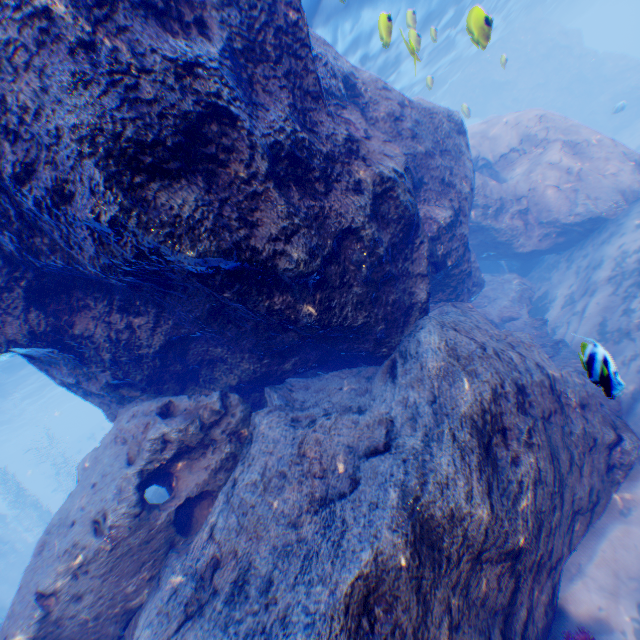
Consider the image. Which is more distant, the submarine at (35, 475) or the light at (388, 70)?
the submarine at (35, 475)

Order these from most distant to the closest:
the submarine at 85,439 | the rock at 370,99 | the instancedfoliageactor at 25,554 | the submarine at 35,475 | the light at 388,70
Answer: the submarine at 35,475 < the submarine at 85,439 < the instancedfoliageactor at 25,554 < the light at 388,70 < the rock at 370,99

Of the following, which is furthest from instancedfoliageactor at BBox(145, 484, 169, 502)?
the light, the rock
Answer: the light

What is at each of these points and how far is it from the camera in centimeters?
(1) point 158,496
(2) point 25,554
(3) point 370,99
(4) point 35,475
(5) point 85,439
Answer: (1) instancedfoliageactor, 1210cm
(2) instancedfoliageactor, 2788cm
(3) rock, 627cm
(4) submarine, 4838cm
(5) submarine, 5100cm

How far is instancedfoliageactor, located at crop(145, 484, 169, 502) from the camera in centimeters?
1206cm

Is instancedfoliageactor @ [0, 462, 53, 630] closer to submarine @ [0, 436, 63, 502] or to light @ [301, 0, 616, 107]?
submarine @ [0, 436, 63, 502]

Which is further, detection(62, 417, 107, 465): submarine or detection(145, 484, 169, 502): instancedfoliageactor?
detection(62, 417, 107, 465): submarine

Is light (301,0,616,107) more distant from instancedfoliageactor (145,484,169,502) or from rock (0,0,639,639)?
instancedfoliageactor (145,484,169,502)
